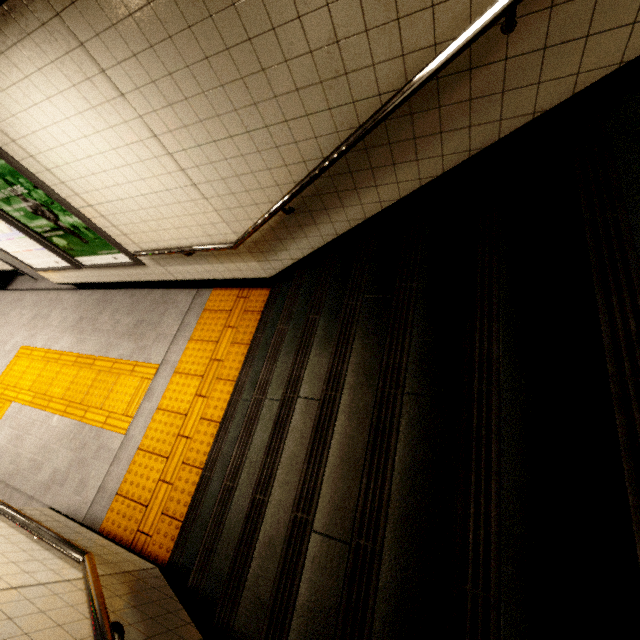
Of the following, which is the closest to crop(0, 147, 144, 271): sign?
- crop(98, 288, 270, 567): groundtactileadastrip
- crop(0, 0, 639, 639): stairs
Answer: crop(98, 288, 270, 567): groundtactileadastrip

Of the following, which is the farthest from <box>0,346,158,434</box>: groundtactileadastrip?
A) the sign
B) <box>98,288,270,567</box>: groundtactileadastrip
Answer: the sign

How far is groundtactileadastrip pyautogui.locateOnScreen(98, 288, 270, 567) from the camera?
3.1 meters

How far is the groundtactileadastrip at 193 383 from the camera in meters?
3.1

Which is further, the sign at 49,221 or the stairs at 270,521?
the sign at 49,221

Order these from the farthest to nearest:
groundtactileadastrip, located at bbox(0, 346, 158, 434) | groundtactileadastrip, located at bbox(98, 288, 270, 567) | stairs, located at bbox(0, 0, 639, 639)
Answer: groundtactileadastrip, located at bbox(0, 346, 158, 434) < groundtactileadastrip, located at bbox(98, 288, 270, 567) < stairs, located at bbox(0, 0, 639, 639)

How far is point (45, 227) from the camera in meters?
4.0

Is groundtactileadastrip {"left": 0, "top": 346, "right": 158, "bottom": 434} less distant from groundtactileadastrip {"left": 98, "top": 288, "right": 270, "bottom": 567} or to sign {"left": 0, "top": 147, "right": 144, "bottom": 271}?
groundtactileadastrip {"left": 98, "top": 288, "right": 270, "bottom": 567}
